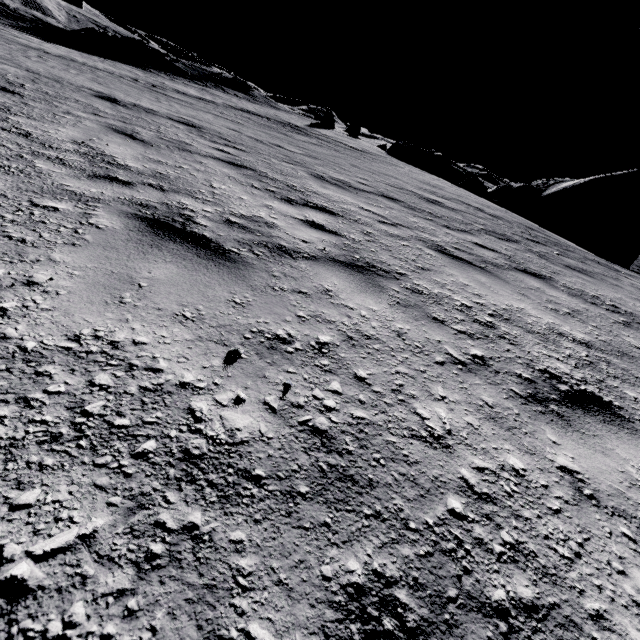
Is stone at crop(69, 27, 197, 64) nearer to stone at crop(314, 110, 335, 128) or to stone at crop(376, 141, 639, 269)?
stone at crop(314, 110, 335, 128)

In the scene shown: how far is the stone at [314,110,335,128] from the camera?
29.3 meters

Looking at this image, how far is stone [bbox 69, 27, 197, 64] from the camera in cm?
2834

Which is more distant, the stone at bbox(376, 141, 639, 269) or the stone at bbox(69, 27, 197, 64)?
the stone at bbox(69, 27, 197, 64)

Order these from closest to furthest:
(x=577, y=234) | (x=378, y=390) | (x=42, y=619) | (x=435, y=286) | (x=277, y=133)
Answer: (x=42, y=619) < (x=378, y=390) < (x=435, y=286) < (x=277, y=133) < (x=577, y=234)

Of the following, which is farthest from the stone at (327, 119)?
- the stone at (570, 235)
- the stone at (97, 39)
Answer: the stone at (97, 39)

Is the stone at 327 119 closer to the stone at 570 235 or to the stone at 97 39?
the stone at 570 235
